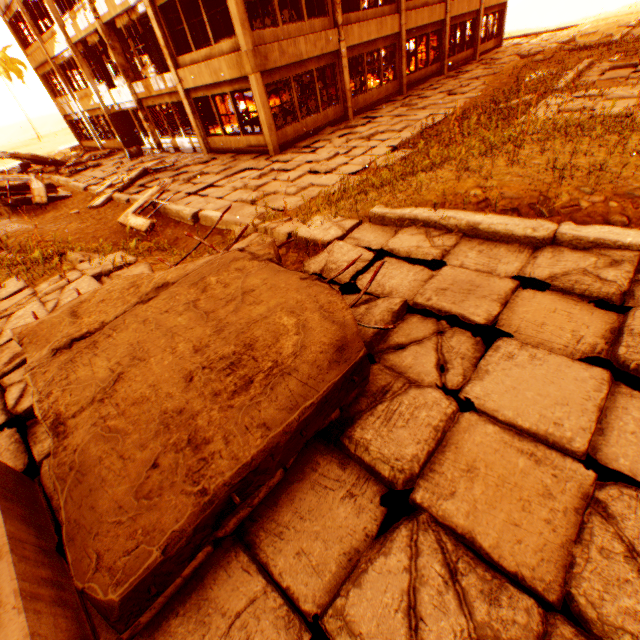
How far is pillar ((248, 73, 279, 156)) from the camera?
11.51m

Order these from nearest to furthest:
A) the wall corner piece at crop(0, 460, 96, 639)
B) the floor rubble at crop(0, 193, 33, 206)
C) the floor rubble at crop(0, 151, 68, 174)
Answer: the wall corner piece at crop(0, 460, 96, 639), the floor rubble at crop(0, 193, 33, 206), the floor rubble at crop(0, 151, 68, 174)

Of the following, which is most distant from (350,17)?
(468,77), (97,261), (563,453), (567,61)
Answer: (563,453)

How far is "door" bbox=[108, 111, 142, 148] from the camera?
19.3m

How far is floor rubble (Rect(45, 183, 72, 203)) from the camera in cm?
1439

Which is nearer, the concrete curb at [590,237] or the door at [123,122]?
the concrete curb at [590,237]

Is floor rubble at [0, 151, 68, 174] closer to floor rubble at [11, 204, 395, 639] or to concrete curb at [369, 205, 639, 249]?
floor rubble at [11, 204, 395, 639]

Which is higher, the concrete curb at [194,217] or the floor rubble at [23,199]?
the floor rubble at [23,199]
